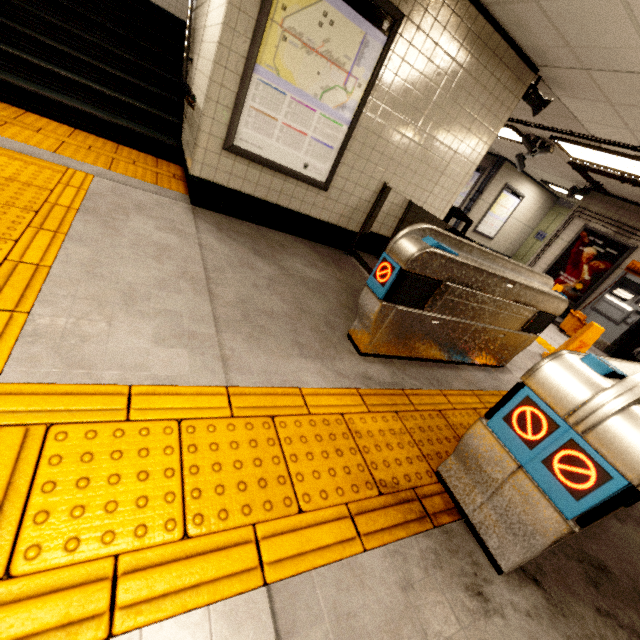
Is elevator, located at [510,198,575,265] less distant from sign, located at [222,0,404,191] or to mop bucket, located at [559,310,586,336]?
mop bucket, located at [559,310,586,336]

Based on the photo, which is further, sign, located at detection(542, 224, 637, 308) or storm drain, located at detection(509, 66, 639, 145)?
sign, located at detection(542, 224, 637, 308)

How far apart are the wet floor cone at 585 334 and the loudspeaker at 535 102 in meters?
2.9 m

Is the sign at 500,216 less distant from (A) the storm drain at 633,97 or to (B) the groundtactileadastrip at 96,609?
(A) the storm drain at 633,97

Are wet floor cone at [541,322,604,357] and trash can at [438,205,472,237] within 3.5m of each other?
yes

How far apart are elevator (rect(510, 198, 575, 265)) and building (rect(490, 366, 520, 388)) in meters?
9.8

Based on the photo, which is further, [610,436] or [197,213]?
[197,213]

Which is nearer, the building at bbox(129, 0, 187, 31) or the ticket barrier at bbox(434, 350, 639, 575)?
the ticket barrier at bbox(434, 350, 639, 575)
